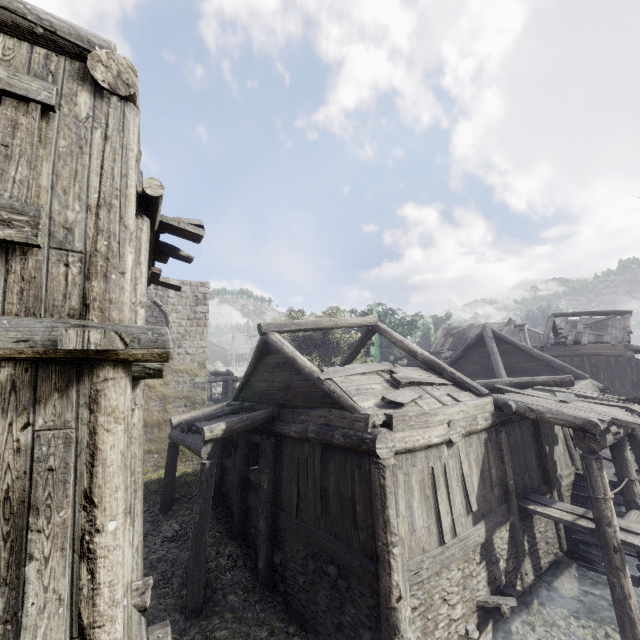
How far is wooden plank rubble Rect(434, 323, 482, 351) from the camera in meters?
30.2

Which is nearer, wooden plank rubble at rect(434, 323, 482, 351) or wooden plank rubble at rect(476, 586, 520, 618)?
wooden plank rubble at rect(476, 586, 520, 618)

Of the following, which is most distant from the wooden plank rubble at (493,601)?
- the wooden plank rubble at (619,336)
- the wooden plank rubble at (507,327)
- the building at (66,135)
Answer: the wooden plank rubble at (507,327)

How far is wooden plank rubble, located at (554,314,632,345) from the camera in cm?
2198

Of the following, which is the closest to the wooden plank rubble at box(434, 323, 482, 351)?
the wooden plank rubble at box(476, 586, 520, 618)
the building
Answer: the building

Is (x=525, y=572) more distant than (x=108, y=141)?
Yes

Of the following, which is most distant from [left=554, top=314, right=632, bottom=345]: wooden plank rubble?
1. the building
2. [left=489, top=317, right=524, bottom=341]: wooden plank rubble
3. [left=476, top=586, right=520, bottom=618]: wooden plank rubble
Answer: [left=476, top=586, right=520, bottom=618]: wooden plank rubble

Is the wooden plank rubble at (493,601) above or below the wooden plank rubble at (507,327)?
below
